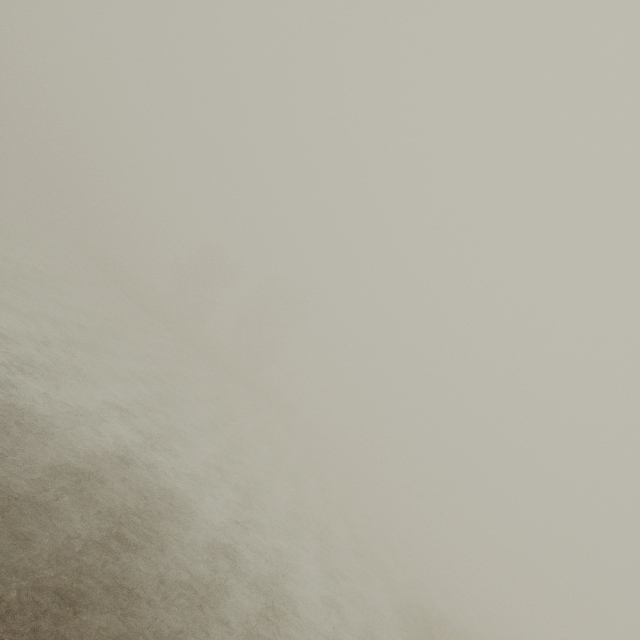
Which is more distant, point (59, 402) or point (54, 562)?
point (59, 402)
